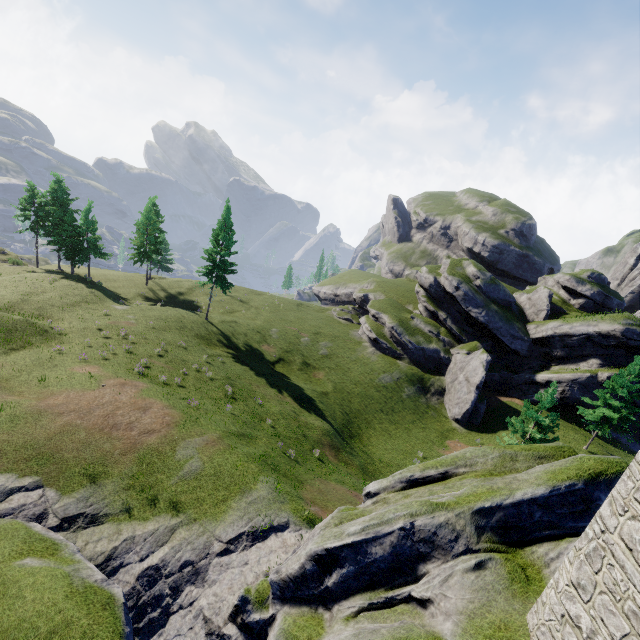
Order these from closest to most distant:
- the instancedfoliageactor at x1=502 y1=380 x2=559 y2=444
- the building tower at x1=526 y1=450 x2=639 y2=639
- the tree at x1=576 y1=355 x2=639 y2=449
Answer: the building tower at x1=526 y1=450 x2=639 y2=639, the instancedfoliageactor at x1=502 y1=380 x2=559 y2=444, the tree at x1=576 y1=355 x2=639 y2=449

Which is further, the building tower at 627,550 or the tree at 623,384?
the tree at 623,384

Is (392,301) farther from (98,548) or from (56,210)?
(56,210)

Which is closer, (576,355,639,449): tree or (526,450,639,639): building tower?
(526,450,639,639): building tower

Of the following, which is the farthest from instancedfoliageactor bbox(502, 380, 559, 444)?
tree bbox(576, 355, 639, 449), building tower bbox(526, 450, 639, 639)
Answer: building tower bbox(526, 450, 639, 639)

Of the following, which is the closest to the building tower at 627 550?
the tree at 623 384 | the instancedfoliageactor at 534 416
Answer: the instancedfoliageactor at 534 416

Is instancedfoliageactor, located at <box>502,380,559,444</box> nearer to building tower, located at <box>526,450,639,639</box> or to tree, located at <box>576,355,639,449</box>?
tree, located at <box>576,355,639,449</box>
